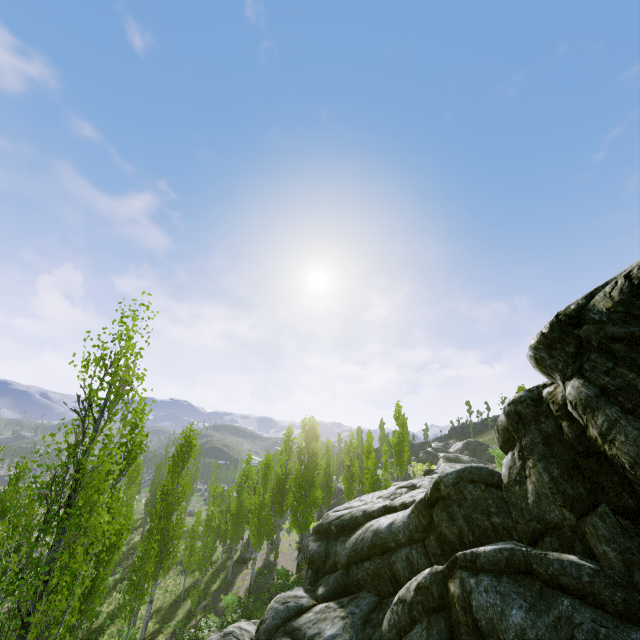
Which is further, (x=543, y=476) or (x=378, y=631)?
(x=378, y=631)
